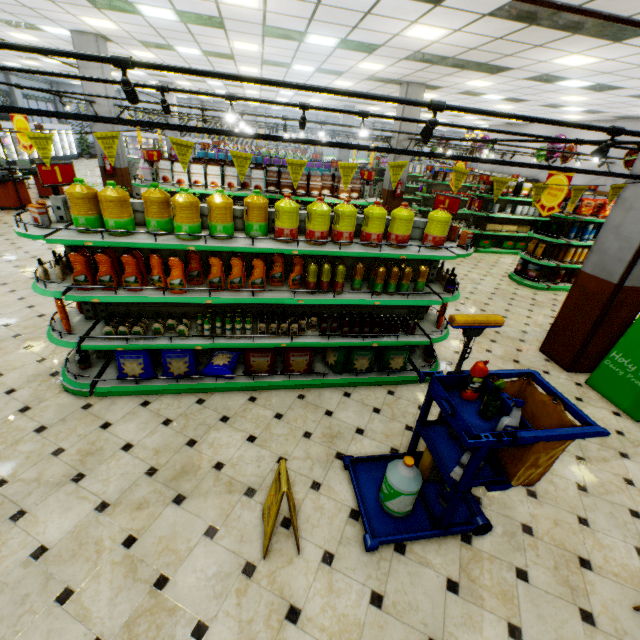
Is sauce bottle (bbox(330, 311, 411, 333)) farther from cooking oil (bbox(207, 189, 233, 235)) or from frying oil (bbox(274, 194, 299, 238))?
cooking oil (bbox(207, 189, 233, 235))

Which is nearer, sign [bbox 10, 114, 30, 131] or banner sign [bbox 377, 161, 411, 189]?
banner sign [bbox 377, 161, 411, 189]

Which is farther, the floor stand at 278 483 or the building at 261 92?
→ the building at 261 92

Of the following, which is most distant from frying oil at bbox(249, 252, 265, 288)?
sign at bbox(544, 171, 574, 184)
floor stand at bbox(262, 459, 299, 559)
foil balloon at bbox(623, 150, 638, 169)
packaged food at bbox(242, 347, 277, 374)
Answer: foil balloon at bbox(623, 150, 638, 169)

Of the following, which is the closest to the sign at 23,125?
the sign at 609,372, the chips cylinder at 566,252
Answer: the sign at 609,372

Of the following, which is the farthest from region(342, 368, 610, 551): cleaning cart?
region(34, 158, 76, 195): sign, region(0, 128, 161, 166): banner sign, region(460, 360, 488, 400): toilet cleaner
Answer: region(34, 158, 76, 195): sign

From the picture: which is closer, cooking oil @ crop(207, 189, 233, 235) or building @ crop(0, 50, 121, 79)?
cooking oil @ crop(207, 189, 233, 235)

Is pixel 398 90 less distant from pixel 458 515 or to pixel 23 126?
pixel 23 126
